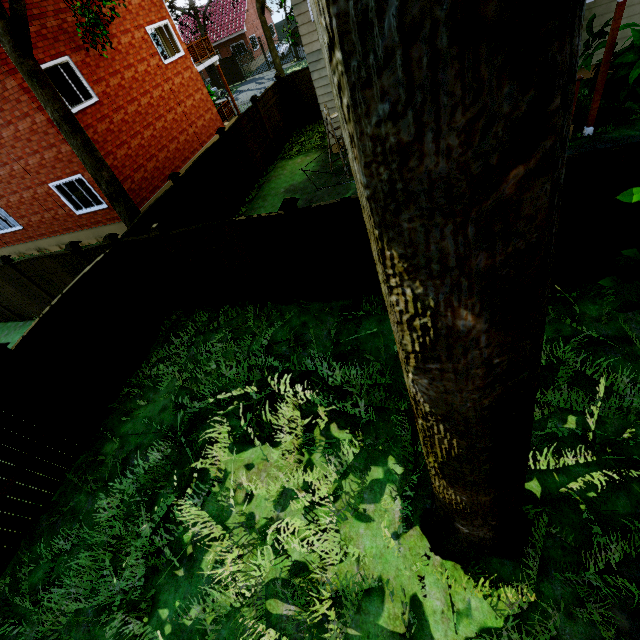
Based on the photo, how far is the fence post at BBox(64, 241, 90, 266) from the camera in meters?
7.9 m

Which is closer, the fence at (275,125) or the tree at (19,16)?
the tree at (19,16)

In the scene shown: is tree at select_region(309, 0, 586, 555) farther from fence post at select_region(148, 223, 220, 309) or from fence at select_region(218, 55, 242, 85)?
fence post at select_region(148, 223, 220, 309)

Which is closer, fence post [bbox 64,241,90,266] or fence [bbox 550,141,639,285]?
fence [bbox 550,141,639,285]

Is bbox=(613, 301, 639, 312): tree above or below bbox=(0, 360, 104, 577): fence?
above

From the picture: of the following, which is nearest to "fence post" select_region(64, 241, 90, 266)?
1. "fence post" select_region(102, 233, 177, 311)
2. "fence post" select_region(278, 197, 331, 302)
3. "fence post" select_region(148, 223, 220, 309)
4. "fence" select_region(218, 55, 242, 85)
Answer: "fence post" select_region(102, 233, 177, 311)

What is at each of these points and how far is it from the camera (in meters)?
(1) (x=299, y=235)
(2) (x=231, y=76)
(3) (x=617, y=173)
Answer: (1) fence post, 6.11
(2) fence, 35.84
(3) fence, 4.26

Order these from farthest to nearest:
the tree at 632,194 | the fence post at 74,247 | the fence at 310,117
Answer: the fence at 310,117 → the fence post at 74,247 → the tree at 632,194
